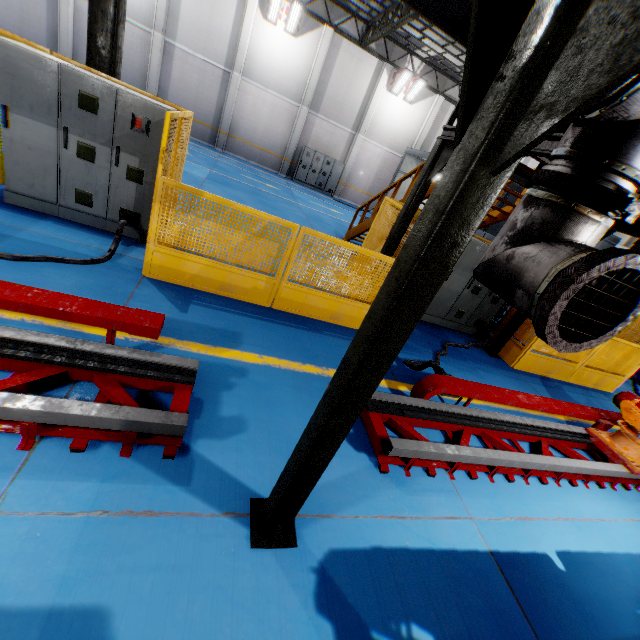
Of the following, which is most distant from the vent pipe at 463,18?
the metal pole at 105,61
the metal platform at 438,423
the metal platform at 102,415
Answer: the metal pole at 105,61

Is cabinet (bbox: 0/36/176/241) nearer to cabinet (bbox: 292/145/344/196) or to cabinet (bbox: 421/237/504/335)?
cabinet (bbox: 421/237/504/335)

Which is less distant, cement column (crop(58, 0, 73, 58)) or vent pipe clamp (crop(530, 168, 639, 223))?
vent pipe clamp (crop(530, 168, 639, 223))

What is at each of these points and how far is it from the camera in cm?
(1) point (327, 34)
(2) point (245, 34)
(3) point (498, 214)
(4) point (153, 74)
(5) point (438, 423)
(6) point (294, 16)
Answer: (1) cement column, 1759
(2) cement column, 1698
(3) metal stair, 843
(4) cement column, 1716
(5) metal platform, 428
(6) light, 1656

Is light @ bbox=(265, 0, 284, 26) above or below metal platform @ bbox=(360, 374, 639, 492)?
above

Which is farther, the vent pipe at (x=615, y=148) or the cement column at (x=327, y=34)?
the cement column at (x=327, y=34)

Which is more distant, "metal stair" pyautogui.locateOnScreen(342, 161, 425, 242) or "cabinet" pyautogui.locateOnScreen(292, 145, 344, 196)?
"cabinet" pyautogui.locateOnScreen(292, 145, 344, 196)

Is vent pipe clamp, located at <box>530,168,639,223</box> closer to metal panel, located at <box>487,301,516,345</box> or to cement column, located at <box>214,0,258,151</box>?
metal panel, located at <box>487,301,516,345</box>
